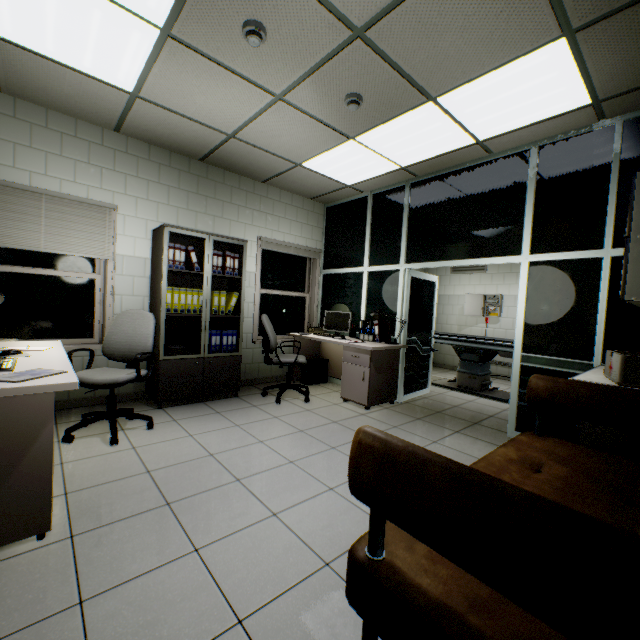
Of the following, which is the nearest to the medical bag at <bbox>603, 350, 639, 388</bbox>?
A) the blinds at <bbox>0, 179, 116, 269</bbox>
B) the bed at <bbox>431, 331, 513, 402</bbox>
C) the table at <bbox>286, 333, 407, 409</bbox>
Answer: the table at <bbox>286, 333, 407, 409</bbox>

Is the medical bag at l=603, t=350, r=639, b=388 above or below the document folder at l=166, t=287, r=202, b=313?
below

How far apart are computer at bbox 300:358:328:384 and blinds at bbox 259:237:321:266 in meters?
1.8 m

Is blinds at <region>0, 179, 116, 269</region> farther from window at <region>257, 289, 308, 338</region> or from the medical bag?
the medical bag

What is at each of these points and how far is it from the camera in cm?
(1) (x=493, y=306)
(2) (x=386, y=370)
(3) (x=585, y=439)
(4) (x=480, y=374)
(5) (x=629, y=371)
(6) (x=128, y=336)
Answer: (1) electrical shield, 717
(2) table, 449
(3) laboratory table, 216
(4) bed, 554
(5) medical bag, 202
(6) chair, 338

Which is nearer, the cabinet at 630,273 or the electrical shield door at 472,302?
the cabinet at 630,273

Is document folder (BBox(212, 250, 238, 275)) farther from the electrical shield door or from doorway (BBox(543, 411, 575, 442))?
the electrical shield door

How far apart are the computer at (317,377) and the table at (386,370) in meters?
0.5
